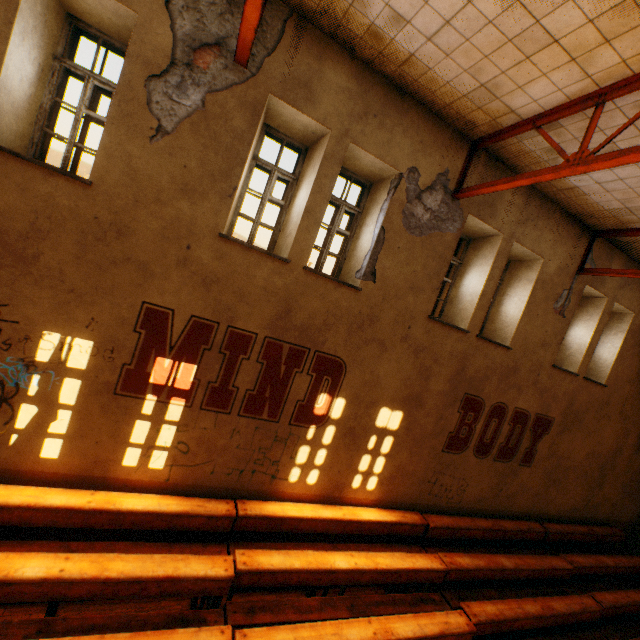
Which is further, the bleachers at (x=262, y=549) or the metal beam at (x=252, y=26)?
the bleachers at (x=262, y=549)

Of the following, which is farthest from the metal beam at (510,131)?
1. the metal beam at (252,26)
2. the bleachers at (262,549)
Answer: the bleachers at (262,549)

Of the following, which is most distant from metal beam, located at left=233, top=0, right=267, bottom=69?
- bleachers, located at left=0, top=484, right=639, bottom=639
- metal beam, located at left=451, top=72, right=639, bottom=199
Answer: bleachers, located at left=0, top=484, right=639, bottom=639

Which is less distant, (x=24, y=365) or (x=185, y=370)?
(x=24, y=365)

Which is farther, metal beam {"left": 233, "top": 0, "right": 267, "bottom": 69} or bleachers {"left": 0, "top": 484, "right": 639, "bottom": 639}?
bleachers {"left": 0, "top": 484, "right": 639, "bottom": 639}

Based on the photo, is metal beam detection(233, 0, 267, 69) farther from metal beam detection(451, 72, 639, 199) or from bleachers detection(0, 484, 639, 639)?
bleachers detection(0, 484, 639, 639)
